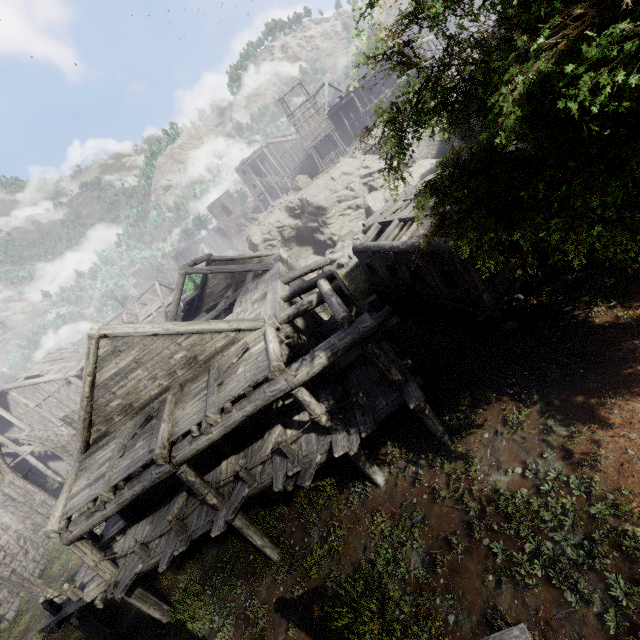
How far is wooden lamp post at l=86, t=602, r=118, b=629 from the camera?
12.90m

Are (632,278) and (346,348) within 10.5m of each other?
yes

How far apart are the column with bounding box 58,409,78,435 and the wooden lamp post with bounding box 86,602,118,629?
9.95m

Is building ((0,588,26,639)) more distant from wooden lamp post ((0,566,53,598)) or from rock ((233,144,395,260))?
wooden lamp post ((0,566,53,598))

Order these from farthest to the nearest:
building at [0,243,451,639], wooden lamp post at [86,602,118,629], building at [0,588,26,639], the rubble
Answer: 1. the rubble
2. building at [0,588,26,639]
3. wooden lamp post at [86,602,118,629]
4. building at [0,243,451,639]

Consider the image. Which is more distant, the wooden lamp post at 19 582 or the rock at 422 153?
the rock at 422 153

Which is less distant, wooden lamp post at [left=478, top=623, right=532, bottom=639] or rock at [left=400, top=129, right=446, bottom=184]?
wooden lamp post at [left=478, top=623, right=532, bottom=639]

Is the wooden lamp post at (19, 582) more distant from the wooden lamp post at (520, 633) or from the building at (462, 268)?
the wooden lamp post at (520, 633)
